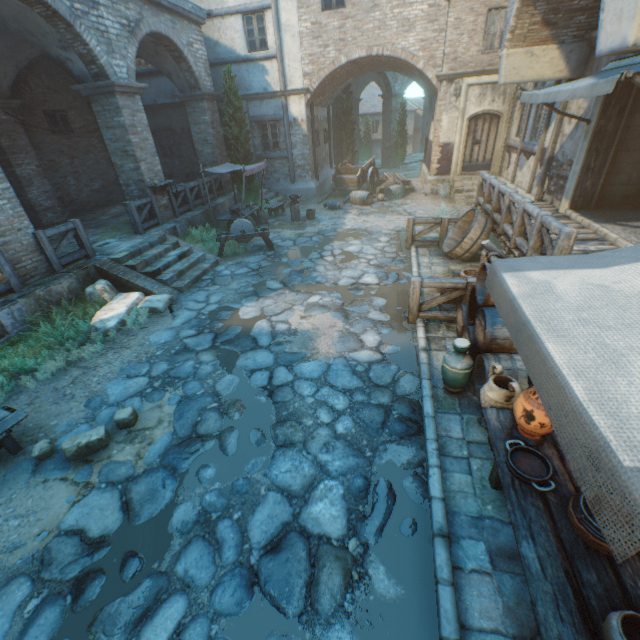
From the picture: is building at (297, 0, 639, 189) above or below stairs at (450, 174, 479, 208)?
above

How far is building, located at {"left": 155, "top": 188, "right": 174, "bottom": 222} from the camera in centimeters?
1096cm

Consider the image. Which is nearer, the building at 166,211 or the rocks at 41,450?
the rocks at 41,450

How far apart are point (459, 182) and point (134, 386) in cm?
1540

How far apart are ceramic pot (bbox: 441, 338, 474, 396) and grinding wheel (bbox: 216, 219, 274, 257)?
7.62m

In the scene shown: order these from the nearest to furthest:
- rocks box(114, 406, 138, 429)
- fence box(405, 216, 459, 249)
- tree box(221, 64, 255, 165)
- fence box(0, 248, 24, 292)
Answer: rocks box(114, 406, 138, 429) < fence box(0, 248, 24, 292) < fence box(405, 216, 459, 249) < tree box(221, 64, 255, 165)

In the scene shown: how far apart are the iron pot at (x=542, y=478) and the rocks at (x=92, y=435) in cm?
493

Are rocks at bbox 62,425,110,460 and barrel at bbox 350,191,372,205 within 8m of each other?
no
